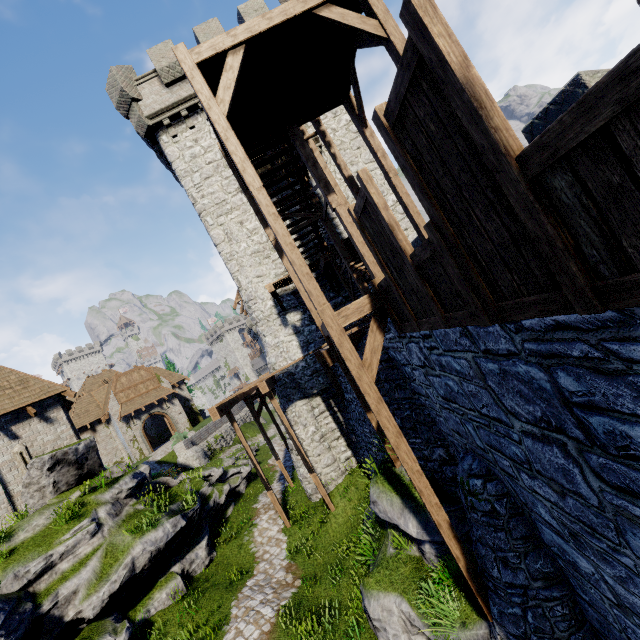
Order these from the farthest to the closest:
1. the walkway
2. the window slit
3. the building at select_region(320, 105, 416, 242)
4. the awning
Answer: the awning
the building at select_region(320, 105, 416, 242)
the window slit
the walkway

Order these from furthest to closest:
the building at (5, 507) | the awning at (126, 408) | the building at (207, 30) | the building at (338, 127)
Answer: the awning at (126, 408) < the building at (338, 127) < the building at (207, 30) < the building at (5, 507)

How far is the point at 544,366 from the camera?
2.67m

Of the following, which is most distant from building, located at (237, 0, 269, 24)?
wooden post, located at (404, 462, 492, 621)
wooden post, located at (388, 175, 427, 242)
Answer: wooden post, located at (404, 462, 492, 621)

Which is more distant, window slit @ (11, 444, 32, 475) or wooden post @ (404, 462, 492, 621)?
window slit @ (11, 444, 32, 475)

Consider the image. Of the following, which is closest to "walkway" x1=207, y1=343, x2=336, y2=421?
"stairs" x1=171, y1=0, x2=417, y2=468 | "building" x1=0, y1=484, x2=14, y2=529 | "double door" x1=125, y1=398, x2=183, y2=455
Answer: "stairs" x1=171, y1=0, x2=417, y2=468

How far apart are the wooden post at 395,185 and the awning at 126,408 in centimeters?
3434cm

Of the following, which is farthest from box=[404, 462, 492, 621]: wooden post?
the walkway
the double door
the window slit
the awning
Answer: the double door
